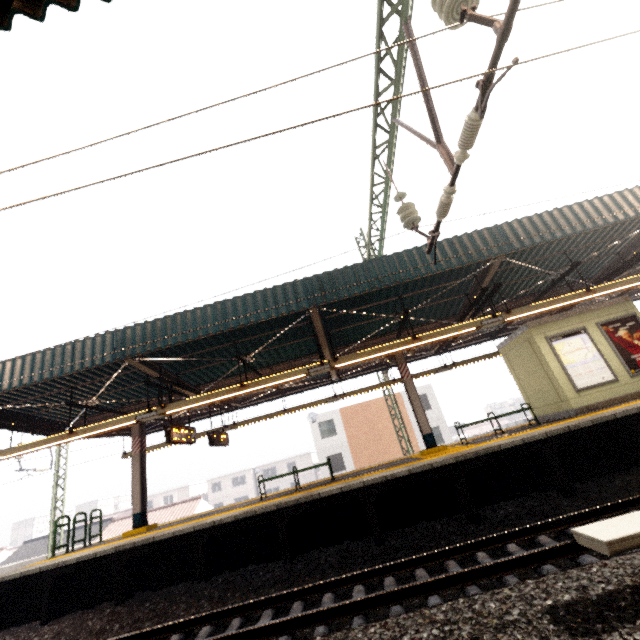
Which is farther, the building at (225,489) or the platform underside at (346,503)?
the building at (225,489)

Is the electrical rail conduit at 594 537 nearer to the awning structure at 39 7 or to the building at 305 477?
the awning structure at 39 7

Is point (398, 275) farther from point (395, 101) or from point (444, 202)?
point (395, 101)

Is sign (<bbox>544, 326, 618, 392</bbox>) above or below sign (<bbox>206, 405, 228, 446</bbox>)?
below

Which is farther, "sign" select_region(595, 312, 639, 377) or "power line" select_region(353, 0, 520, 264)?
"sign" select_region(595, 312, 639, 377)

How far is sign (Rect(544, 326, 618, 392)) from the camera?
9.4m

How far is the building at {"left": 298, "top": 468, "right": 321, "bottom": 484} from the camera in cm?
5125

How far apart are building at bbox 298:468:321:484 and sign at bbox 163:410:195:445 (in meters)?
45.80
